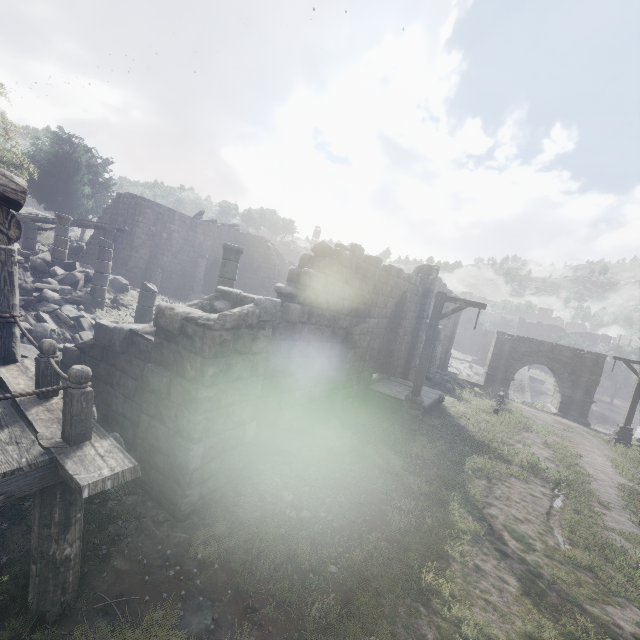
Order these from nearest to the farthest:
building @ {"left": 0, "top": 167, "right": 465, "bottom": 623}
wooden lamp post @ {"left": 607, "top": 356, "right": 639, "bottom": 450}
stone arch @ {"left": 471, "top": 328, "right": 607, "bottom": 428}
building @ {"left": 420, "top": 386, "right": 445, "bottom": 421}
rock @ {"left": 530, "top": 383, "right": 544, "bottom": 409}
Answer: building @ {"left": 0, "top": 167, "right": 465, "bottom": 623} < building @ {"left": 420, "top": 386, "right": 445, "bottom": 421} < wooden lamp post @ {"left": 607, "top": 356, "right": 639, "bottom": 450} < stone arch @ {"left": 471, "top": 328, "right": 607, "bottom": 428} < rock @ {"left": 530, "top": 383, "right": 544, "bottom": 409}

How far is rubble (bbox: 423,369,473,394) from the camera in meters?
19.5 m

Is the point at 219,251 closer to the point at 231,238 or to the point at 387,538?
the point at 231,238

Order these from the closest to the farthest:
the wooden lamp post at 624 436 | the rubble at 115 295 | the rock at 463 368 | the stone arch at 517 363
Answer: the rubble at 115 295, the wooden lamp post at 624 436, the stone arch at 517 363, the rock at 463 368

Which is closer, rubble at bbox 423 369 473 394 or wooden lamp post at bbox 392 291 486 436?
wooden lamp post at bbox 392 291 486 436

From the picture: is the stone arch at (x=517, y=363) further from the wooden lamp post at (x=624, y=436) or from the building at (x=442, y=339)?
the wooden lamp post at (x=624, y=436)

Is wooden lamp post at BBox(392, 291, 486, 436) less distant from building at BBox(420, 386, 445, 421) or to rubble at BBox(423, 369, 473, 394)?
building at BBox(420, 386, 445, 421)

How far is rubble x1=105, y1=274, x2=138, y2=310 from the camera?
14.2m
